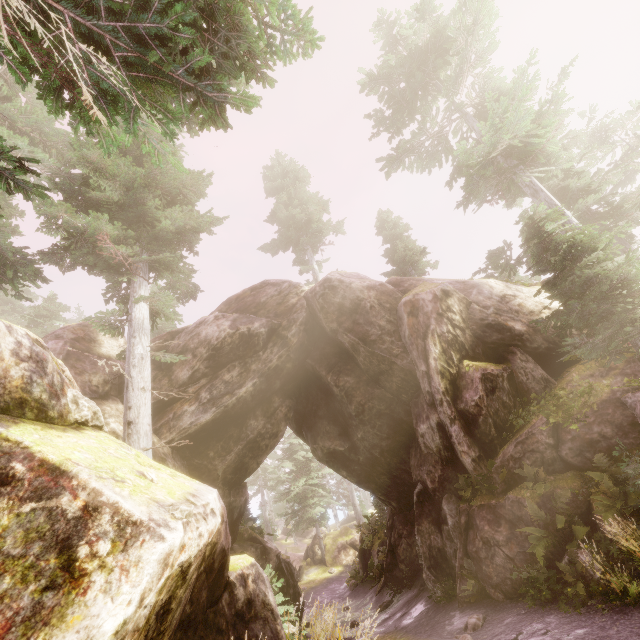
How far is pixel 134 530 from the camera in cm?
289

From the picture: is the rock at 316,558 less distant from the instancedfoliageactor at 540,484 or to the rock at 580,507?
the instancedfoliageactor at 540,484

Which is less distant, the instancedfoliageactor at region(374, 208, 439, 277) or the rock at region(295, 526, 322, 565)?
the instancedfoliageactor at region(374, 208, 439, 277)

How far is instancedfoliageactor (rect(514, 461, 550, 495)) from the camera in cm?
862

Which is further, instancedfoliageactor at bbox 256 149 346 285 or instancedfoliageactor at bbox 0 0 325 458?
instancedfoliageactor at bbox 256 149 346 285

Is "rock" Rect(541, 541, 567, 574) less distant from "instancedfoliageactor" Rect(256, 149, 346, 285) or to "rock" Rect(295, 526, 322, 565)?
"instancedfoliageactor" Rect(256, 149, 346, 285)

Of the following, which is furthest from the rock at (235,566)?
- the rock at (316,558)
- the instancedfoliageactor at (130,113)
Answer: the rock at (316,558)
